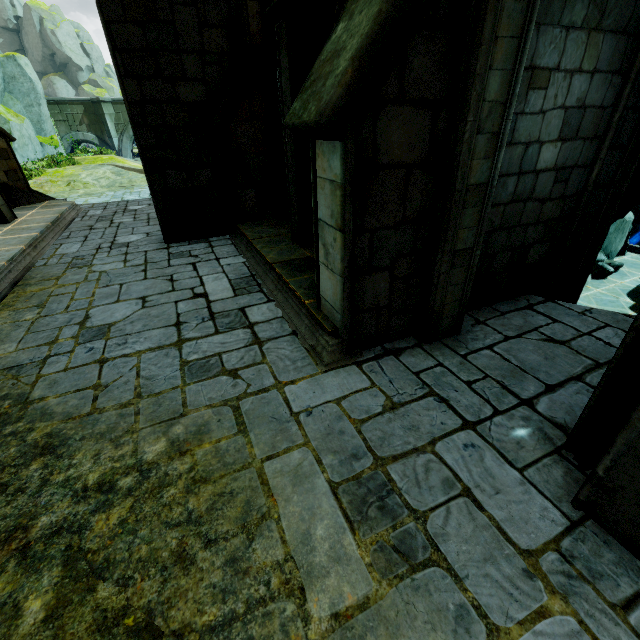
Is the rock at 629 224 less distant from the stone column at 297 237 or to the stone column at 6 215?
the stone column at 297 237

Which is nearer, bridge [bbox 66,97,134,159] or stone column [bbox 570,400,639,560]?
stone column [bbox 570,400,639,560]

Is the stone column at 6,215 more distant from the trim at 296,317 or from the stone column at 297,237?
the stone column at 297,237

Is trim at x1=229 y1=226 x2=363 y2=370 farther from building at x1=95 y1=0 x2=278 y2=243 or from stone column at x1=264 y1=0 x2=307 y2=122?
stone column at x1=264 y1=0 x2=307 y2=122

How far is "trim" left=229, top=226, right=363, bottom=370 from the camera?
3.8 meters

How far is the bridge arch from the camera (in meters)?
26.95

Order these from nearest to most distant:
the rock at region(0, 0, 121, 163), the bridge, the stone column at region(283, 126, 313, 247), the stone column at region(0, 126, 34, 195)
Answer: the stone column at region(283, 126, 313, 247) → the stone column at region(0, 126, 34, 195) → the rock at region(0, 0, 121, 163) → the bridge

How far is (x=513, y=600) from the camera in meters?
1.9 m
